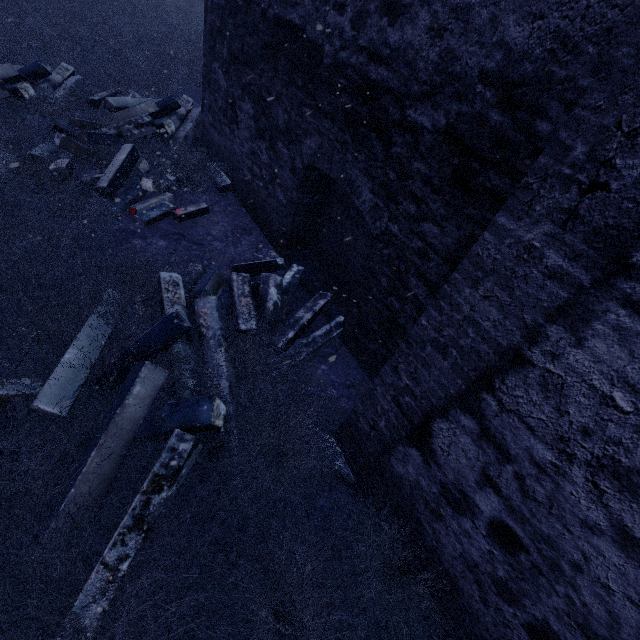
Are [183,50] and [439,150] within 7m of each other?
no

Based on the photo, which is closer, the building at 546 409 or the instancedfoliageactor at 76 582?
the building at 546 409

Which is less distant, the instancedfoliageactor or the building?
the building

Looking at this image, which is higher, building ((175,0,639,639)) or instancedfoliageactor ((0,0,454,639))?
building ((175,0,639,639))

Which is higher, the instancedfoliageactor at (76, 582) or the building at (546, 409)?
the building at (546, 409)
